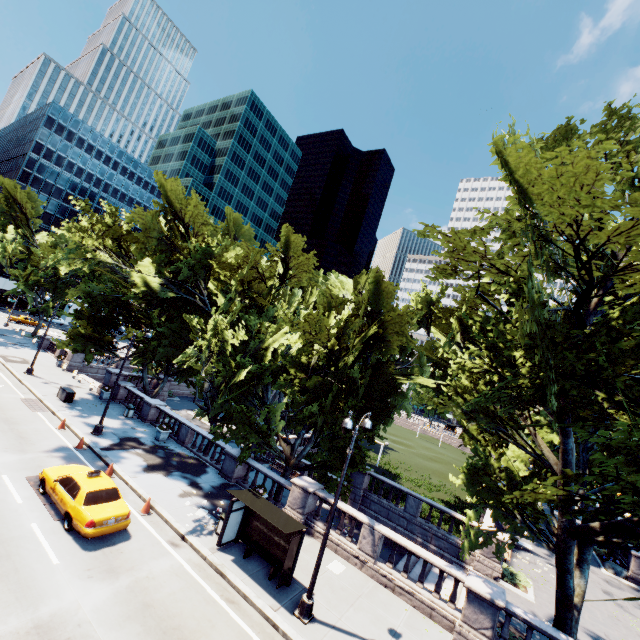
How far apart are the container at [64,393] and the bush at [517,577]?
32.20m

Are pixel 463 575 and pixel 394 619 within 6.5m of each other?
yes

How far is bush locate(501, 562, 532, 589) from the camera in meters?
18.6

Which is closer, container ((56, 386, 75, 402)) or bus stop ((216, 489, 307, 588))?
bus stop ((216, 489, 307, 588))

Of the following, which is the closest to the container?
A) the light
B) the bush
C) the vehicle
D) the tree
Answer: the tree

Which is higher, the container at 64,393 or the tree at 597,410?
the tree at 597,410

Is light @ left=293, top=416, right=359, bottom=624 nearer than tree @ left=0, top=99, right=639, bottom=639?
No

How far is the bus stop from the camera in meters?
12.7
